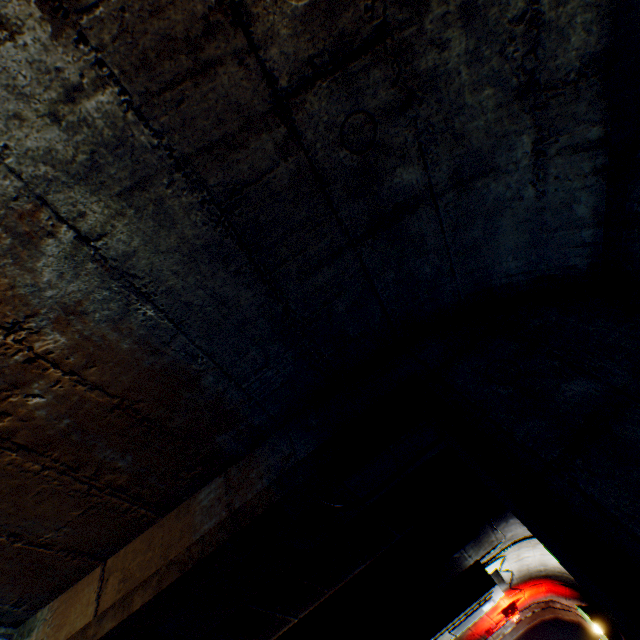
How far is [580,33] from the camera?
0.8m

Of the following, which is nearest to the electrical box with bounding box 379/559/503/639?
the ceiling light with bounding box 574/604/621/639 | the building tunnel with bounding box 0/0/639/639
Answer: the building tunnel with bounding box 0/0/639/639

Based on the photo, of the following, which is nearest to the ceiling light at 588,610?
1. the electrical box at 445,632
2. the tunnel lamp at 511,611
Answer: the electrical box at 445,632

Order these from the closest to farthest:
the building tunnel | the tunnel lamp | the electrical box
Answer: the building tunnel → the electrical box → the tunnel lamp

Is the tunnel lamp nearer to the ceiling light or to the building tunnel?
the building tunnel

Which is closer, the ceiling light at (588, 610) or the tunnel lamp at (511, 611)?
the ceiling light at (588, 610)

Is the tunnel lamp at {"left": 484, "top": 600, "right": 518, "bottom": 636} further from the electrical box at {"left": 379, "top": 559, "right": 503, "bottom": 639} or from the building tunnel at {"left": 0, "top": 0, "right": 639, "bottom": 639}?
the electrical box at {"left": 379, "top": 559, "right": 503, "bottom": 639}
